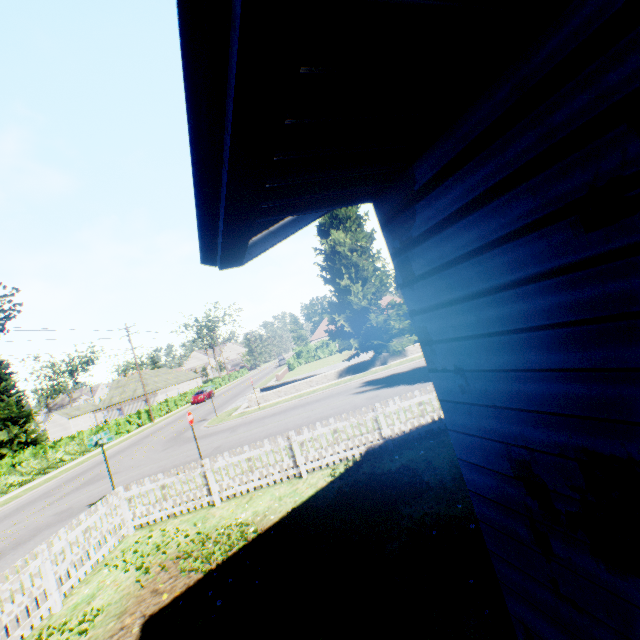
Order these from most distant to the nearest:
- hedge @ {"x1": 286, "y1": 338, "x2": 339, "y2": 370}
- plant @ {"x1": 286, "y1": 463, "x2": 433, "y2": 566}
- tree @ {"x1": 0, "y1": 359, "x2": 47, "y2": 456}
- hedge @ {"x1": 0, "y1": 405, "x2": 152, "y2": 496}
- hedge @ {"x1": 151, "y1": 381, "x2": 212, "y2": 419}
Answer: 1. hedge @ {"x1": 286, "y1": 338, "x2": 339, "y2": 370}
2. hedge @ {"x1": 151, "y1": 381, "x2": 212, "y2": 419}
3. tree @ {"x1": 0, "y1": 359, "x2": 47, "y2": 456}
4. hedge @ {"x1": 0, "y1": 405, "x2": 152, "y2": 496}
5. plant @ {"x1": 286, "y1": 463, "x2": 433, "y2": 566}

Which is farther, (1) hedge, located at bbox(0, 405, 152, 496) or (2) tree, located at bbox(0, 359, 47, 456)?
(2) tree, located at bbox(0, 359, 47, 456)

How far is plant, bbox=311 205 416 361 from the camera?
23.50m

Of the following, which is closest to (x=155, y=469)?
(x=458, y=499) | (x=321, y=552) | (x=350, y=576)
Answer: (x=321, y=552)

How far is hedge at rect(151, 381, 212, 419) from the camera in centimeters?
3938cm

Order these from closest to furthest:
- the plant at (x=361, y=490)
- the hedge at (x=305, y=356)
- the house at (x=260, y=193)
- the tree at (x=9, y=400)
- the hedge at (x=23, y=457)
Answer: the house at (x=260, y=193)
the plant at (x=361, y=490)
the hedge at (x=23, y=457)
the tree at (x=9, y=400)
the hedge at (x=305, y=356)

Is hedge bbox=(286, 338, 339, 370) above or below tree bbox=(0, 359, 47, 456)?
below

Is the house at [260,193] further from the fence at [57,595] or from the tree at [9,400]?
the tree at [9,400]
